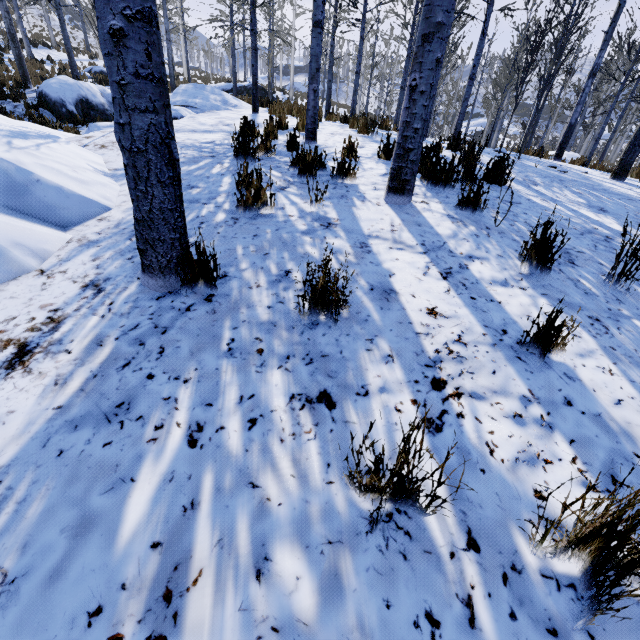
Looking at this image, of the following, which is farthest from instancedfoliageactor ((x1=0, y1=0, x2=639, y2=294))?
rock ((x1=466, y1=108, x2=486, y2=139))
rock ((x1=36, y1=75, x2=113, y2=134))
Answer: rock ((x1=466, y1=108, x2=486, y2=139))

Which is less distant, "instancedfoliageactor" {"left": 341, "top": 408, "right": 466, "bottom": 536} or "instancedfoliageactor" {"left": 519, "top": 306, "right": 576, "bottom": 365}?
"instancedfoliageactor" {"left": 341, "top": 408, "right": 466, "bottom": 536}

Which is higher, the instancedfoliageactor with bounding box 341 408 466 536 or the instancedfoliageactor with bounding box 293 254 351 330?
the instancedfoliageactor with bounding box 293 254 351 330

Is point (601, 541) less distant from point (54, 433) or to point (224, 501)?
point (224, 501)

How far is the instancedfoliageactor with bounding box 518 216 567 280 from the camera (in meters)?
2.53

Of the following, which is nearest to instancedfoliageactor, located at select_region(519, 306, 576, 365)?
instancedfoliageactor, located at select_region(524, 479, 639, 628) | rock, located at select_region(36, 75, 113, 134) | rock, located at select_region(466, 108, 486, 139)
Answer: rock, located at select_region(36, 75, 113, 134)

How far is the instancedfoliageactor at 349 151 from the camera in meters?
3.9
